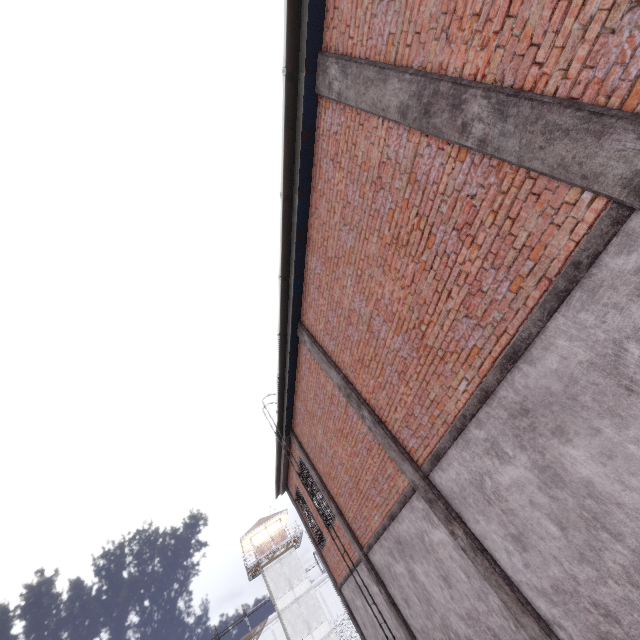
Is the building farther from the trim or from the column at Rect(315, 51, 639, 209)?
the column at Rect(315, 51, 639, 209)

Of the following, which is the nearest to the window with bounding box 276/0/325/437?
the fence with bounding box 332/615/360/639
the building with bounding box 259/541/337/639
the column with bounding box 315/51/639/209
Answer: the column with bounding box 315/51/639/209

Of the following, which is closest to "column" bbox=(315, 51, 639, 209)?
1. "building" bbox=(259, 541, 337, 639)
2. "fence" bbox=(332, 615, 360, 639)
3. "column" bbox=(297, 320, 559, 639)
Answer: "column" bbox=(297, 320, 559, 639)

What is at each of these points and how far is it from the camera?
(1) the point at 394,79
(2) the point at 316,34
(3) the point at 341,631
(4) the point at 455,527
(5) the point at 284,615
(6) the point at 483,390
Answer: (1) column, 4.2m
(2) window, 5.0m
(3) fence, 37.0m
(4) column, 5.8m
(5) building, 33.1m
(6) trim, 4.5m

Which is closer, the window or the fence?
the window

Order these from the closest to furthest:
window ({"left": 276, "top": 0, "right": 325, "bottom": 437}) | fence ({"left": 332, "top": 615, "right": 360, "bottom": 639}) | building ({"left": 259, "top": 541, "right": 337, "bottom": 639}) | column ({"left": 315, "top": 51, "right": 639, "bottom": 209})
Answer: column ({"left": 315, "top": 51, "right": 639, "bottom": 209}) < window ({"left": 276, "top": 0, "right": 325, "bottom": 437}) < building ({"left": 259, "top": 541, "right": 337, "bottom": 639}) < fence ({"left": 332, "top": 615, "right": 360, "bottom": 639})

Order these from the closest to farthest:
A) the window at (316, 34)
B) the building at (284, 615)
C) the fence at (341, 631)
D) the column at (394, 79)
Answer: the column at (394, 79) → the window at (316, 34) → the building at (284, 615) → the fence at (341, 631)

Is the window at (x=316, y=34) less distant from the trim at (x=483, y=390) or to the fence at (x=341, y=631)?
the trim at (x=483, y=390)
